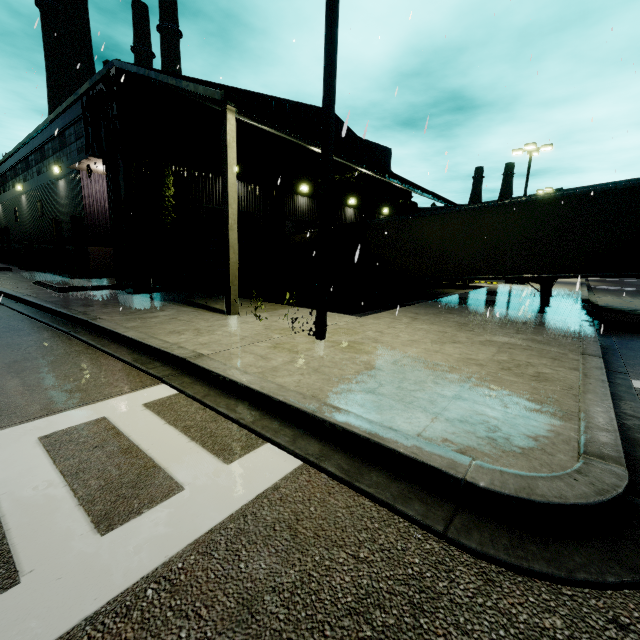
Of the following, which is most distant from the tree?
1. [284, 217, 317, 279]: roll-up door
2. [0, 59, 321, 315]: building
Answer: [284, 217, 317, 279]: roll-up door

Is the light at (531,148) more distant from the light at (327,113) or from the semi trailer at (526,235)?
the light at (327,113)

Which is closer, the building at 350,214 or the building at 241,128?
the building at 241,128

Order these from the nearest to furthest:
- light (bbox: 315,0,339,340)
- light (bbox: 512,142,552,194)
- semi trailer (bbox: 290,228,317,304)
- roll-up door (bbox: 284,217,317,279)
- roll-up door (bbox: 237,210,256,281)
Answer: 1. light (bbox: 315,0,339,340)
2. roll-up door (bbox: 237,210,256,281)
3. semi trailer (bbox: 290,228,317,304)
4. roll-up door (bbox: 284,217,317,279)
5. light (bbox: 512,142,552,194)

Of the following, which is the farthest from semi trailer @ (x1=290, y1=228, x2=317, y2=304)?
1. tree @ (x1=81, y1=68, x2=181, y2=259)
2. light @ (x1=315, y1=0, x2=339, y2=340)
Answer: light @ (x1=315, y1=0, x2=339, y2=340)

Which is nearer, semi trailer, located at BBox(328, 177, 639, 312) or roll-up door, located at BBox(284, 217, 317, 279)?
semi trailer, located at BBox(328, 177, 639, 312)

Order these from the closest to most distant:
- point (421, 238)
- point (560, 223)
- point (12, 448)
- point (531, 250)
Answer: point (12, 448) < point (560, 223) < point (531, 250) < point (421, 238)

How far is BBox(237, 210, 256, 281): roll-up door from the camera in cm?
1598
